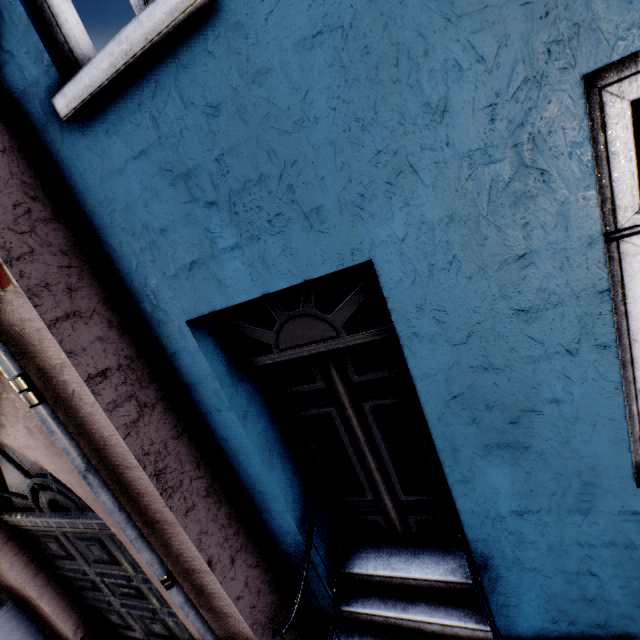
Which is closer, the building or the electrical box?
the building

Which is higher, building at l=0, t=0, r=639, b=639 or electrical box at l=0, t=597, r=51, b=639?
building at l=0, t=0, r=639, b=639

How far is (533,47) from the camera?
1.04m

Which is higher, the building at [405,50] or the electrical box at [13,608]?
the building at [405,50]

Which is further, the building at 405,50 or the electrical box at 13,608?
Result: the electrical box at 13,608
